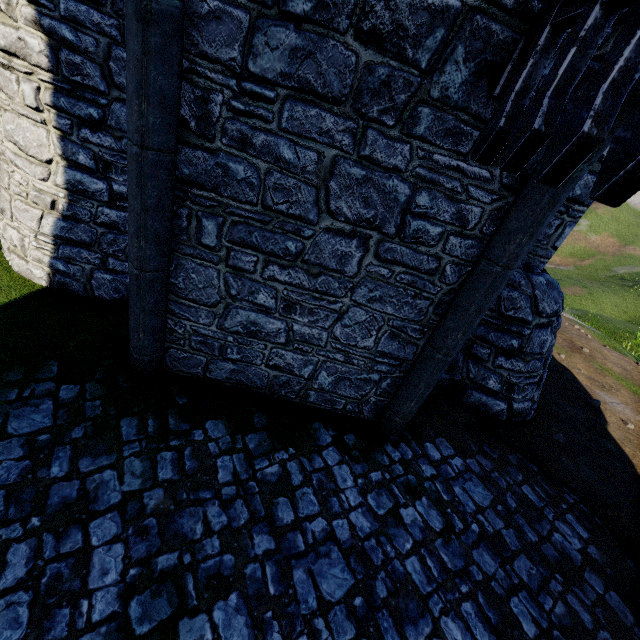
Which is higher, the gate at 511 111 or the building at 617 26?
the building at 617 26

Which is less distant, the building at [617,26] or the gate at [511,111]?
the gate at [511,111]

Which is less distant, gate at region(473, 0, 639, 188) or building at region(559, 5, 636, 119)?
gate at region(473, 0, 639, 188)

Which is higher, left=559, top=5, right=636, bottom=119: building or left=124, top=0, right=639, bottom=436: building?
left=559, top=5, right=636, bottom=119: building

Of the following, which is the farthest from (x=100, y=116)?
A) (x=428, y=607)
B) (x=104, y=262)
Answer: (x=428, y=607)
